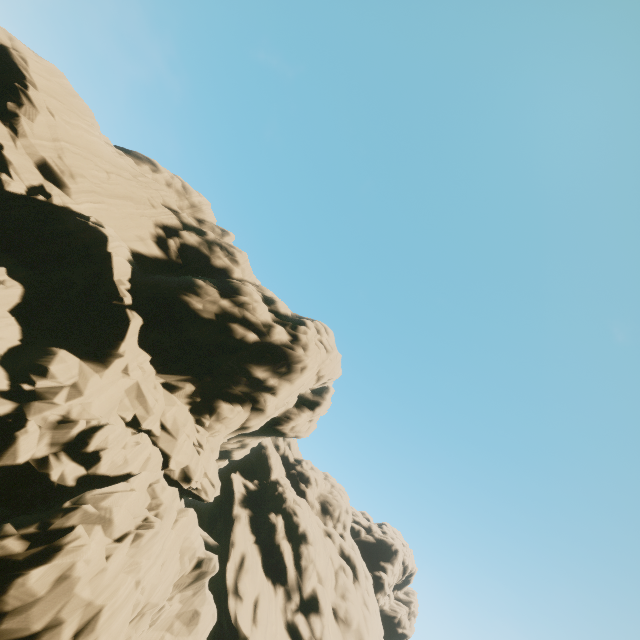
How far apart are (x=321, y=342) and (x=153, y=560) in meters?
20.4 m
